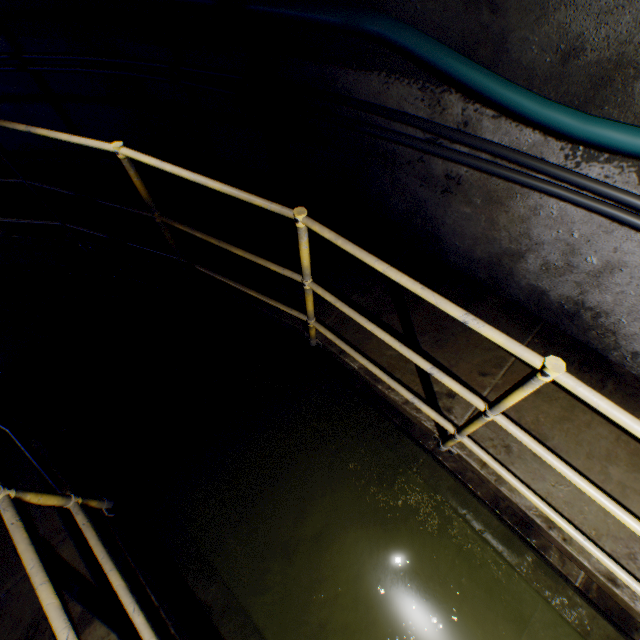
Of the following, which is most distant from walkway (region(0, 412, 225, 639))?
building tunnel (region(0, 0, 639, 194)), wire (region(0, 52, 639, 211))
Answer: wire (region(0, 52, 639, 211))

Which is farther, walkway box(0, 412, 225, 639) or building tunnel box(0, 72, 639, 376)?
building tunnel box(0, 72, 639, 376)

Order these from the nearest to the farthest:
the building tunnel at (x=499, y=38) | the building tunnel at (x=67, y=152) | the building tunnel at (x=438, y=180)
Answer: the building tunnel at (x=499, y=38)
the building tunnel at (x=438, y=180)
the building tunnel at (x=67, y=152)

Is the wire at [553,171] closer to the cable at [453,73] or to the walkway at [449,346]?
the cable at [453,73]

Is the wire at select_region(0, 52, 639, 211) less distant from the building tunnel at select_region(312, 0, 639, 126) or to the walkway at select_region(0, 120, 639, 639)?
the building tunnel at select_region(312, 0, 639, 126)

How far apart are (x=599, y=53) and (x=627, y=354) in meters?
1.9

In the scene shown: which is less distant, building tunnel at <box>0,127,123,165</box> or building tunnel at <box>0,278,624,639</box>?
building tunnel at <box>0,278,624,639</box>
